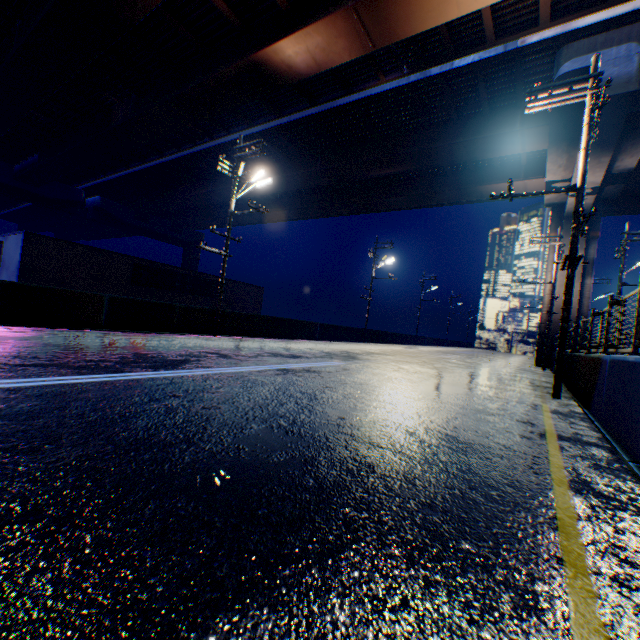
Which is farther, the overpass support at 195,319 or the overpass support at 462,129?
the overpass support at 462,129

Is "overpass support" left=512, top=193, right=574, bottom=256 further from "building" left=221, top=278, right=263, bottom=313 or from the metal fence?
"building" left=221, top=278, right=263, bottom=313

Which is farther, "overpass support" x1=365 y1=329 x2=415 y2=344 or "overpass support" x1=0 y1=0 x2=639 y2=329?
"overpass support" x1=365 y1=329 x2=415 y2=344

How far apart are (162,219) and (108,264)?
31.2m

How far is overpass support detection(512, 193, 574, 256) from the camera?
23.7m

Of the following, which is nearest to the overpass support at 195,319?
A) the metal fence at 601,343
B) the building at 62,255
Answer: the metal fence at 601,343

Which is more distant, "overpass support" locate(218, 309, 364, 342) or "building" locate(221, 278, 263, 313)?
"building" locate(221, 278, 263, 313)

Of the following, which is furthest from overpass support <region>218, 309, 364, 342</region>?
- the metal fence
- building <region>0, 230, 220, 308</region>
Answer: building <region>0, 230, 220, 308</region>
